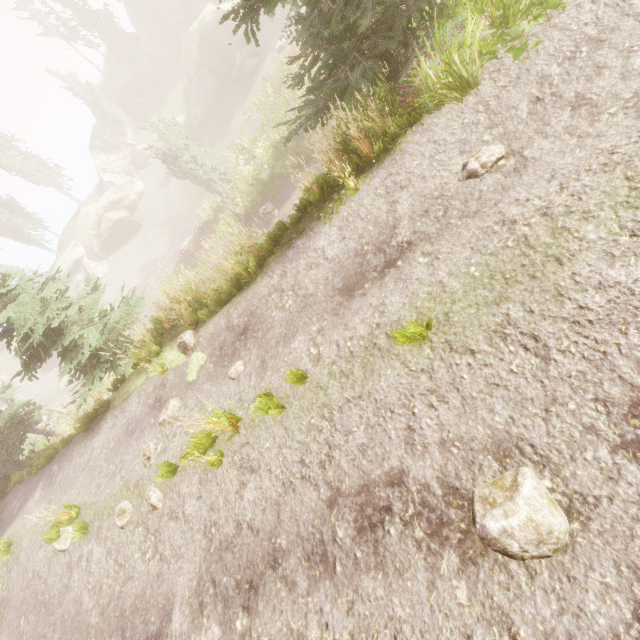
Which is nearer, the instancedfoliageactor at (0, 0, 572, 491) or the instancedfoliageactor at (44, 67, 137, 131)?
the instancedfoliageactor at (0, 0, 572, 491)

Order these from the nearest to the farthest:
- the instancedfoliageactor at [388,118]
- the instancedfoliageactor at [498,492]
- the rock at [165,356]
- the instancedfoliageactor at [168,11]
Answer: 1. the instancedfoliageactor at [498,492]
2. the instancedfoliageactor at [388,118]
3. the rock at [165,356]
4. the instancedfoliageactor at [168,11]

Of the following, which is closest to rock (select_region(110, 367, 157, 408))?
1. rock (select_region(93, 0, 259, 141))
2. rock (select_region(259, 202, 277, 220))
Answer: rock (select_region(259, 202, 277, 220))

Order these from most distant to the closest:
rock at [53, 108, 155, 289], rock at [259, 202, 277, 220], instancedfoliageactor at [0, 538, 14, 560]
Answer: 1. rock at [53, 108, 155, 289]
2. rock at [259, 202, 277, 220]
3. instancedfoliageactor at [0, 538, 14, 560]

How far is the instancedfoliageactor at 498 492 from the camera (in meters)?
2.43

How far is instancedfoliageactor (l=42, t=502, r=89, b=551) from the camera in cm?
668

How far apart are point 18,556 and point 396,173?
13.22m

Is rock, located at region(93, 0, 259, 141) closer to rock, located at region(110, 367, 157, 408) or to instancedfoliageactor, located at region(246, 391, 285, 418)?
instancedfoliageactor, located at region(246, 391, 285, 418)
